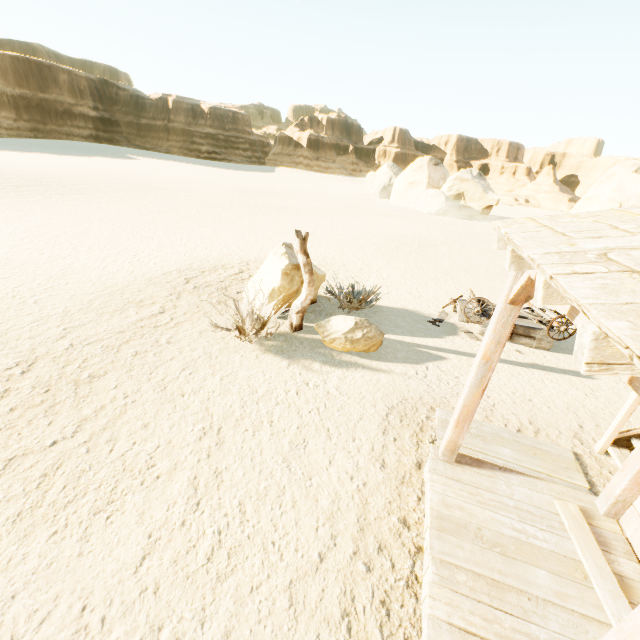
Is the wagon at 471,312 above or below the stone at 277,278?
below

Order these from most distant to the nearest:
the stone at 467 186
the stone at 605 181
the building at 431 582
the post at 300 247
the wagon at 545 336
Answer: the stone at 467 186 < the stone at 605 181 < the wagon at 545 336 < the post at 300 247 < the building at 431 582

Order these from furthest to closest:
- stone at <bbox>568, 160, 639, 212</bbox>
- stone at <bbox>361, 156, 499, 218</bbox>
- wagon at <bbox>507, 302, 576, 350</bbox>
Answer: stone at <bbox>361, 156, 499, 218</bbox>
stone at <bbox>568, 160, 639, 212</bbox>
wagon at <bbox>507, 302, 576, 350</bbox>

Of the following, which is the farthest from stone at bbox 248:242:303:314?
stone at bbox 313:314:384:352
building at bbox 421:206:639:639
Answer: building at bbox 421:206:639:639

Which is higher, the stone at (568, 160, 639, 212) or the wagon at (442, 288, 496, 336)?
the stone at (568, 160, 639, 212)

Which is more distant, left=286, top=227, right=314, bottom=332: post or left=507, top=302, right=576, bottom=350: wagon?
left=507, top=302, right=576, bottom=350: wagon

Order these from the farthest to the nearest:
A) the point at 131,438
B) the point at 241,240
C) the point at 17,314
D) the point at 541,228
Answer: the point at 241,240, the point at 17,314, the point at 131,438, the point at 541,228
